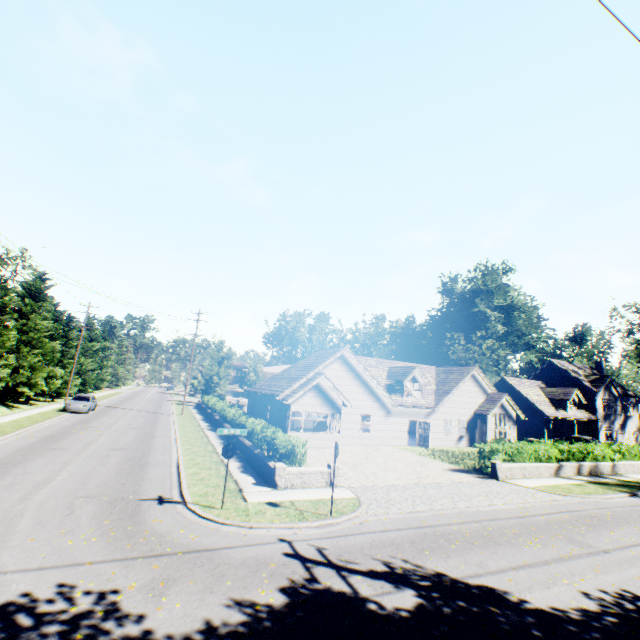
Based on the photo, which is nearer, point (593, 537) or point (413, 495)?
point (593, 537)

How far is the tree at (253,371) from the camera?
50.7m

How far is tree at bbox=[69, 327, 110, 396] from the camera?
43.7 meters

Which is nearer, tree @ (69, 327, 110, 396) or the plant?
tree @ (69, 327, 110, 396)

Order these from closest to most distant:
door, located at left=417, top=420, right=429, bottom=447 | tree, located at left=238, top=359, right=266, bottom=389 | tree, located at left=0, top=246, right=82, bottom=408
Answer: tree, located at left=0, top=246, right=82, bottom=408, door, located at left=417, top=420, right=429, bottom=447, tree, located at left=238, top=359, right=266, bottom=389

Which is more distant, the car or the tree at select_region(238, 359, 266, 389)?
the tree at select_region(238, 359, 266, 389)

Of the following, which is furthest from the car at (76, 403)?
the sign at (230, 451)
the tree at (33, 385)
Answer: the sign at (230, 451)

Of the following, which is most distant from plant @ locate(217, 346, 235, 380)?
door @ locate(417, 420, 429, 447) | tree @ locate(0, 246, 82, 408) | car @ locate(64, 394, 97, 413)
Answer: door @ locate(417, 420, 429, 447)
